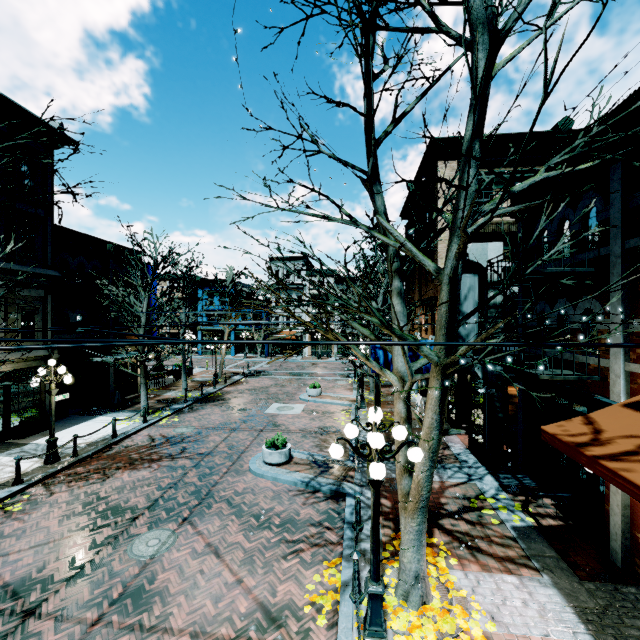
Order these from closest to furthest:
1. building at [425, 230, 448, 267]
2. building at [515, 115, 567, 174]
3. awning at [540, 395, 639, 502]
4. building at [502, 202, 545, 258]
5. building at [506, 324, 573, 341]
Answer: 1. awning at [540, 395, 639, 502]
2. building at [506, 324, 573, 341]
3. building at [502, 202, 545, 258]
4. building at [515, 115, 567, 174]
5. building at [425, 230, 448, 267]

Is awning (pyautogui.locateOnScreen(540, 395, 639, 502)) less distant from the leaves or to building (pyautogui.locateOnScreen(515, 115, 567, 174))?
building (pyautogui.locateOnScreen(515, 115, 567, 174))

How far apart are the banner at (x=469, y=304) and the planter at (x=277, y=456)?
6.74m

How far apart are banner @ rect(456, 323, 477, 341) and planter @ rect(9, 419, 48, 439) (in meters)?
17.94

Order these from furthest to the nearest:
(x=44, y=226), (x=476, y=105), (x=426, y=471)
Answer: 1. (x=44, y=226)
2. (x=426, y=471)
3. (x=476, y=105)

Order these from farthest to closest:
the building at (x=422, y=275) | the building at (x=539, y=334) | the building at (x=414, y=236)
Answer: the building at (x=414, y=236)
the building at (x=422, y=275)
the building at (x=539, y=334)

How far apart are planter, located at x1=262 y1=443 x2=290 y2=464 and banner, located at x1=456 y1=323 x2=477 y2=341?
6.74m

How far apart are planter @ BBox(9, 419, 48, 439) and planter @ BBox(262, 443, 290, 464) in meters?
10.7
